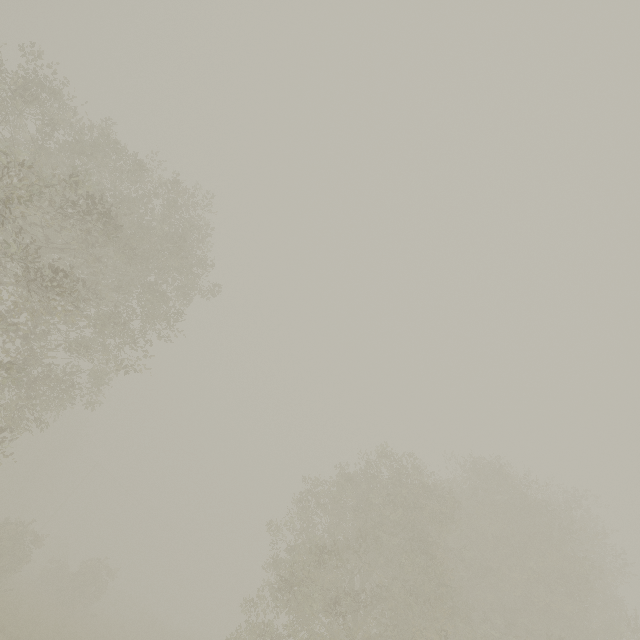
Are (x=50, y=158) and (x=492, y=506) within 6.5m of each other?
no
